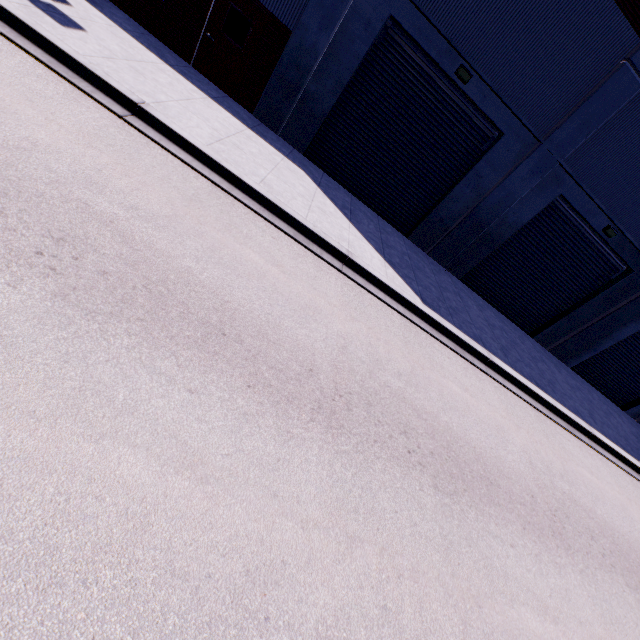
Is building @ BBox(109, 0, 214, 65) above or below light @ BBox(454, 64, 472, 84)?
below

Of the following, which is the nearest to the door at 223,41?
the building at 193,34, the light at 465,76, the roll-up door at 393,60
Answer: the building at 193,34

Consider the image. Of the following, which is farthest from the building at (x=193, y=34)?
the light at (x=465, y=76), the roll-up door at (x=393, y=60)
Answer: the light at (x=465, y=76)

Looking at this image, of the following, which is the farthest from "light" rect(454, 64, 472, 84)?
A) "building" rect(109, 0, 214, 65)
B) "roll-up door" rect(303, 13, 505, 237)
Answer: "building" rect(109, 0, 214, 65)

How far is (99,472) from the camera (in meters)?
2.33

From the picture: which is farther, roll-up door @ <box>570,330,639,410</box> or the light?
roll-up door @ <box>570,330,639,410</box>

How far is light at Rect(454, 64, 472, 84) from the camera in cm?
937

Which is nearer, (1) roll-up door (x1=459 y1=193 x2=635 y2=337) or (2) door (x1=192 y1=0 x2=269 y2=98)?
(2) door (x1=192 y1=0 x2=269 y2=98)
